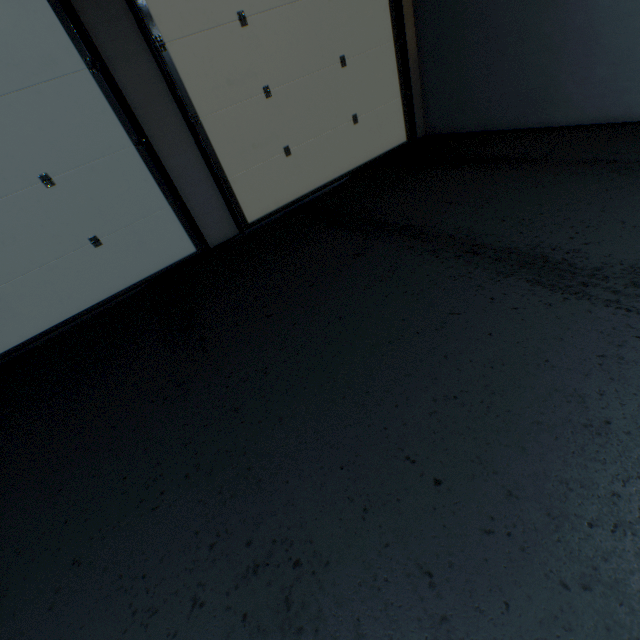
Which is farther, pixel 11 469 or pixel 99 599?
pixel 11 469
